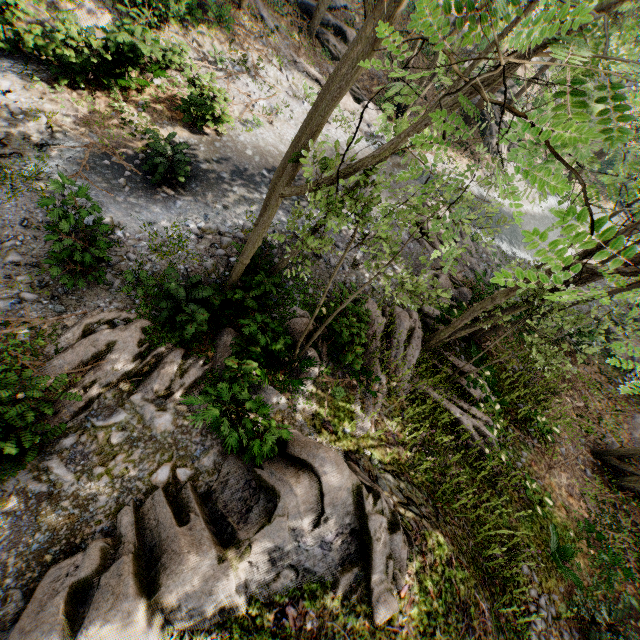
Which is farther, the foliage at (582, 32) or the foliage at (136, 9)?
the foliage at (136, 9)

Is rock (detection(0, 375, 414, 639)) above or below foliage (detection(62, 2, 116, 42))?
above

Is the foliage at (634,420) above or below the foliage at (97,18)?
above

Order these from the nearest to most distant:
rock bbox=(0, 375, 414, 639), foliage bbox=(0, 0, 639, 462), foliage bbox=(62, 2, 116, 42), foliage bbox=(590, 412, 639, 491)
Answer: foliage bbox=(0, 0, 639, 462) < rock bbox=(0, 375, 414, 639) < foliage bbox=(62, 2, 116, 42) < foliage bbox=(590, 412, 639, 491)

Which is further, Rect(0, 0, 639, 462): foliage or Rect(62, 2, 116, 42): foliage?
Rect(62, 2, 116, 42): foliage

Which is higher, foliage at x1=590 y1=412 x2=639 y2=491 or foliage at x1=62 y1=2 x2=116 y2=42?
foliage at x1=590 y1=412 x2=639 y2=491

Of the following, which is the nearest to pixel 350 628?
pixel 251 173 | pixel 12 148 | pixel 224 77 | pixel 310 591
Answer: pixel 310 591
